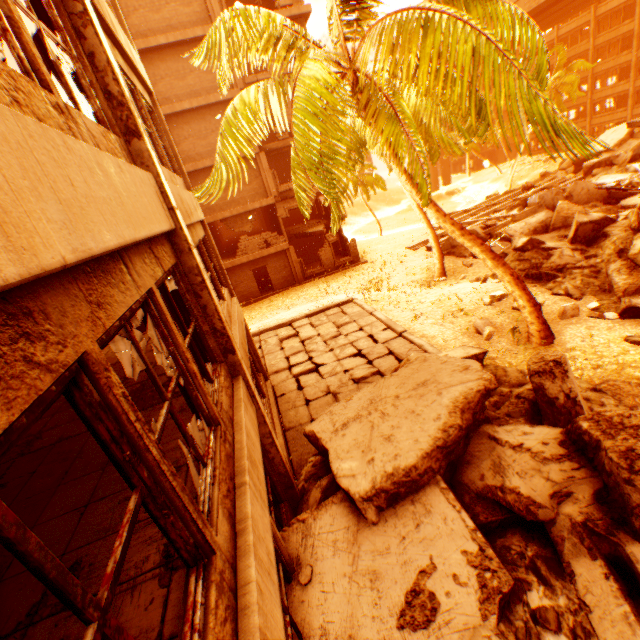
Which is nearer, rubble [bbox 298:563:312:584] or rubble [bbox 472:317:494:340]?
rubble [bbox 298:563:312:584]

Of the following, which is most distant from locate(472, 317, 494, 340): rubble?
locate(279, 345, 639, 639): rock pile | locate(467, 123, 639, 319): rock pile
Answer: locate(467, 123, 639, 319): rock pile

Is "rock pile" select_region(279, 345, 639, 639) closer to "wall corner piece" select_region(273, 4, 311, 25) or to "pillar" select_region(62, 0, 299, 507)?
"pillar" select_region(62, 0, 299, 507)

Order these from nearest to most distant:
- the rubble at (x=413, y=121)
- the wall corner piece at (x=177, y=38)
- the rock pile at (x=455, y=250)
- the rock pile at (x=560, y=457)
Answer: the rock pile at (x=560, y=457) → the rubble at (x=413, y=121) → the wall corner piece at (x=177, y=38) → the rock pile at (x=455, y=250)

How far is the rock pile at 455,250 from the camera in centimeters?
1821cm

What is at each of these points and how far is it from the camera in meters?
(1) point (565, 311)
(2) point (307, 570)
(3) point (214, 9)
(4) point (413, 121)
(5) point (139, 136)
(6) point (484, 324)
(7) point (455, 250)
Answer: (1) rubble, 9.7
(2) rubble, 4.2
(3) concrete pillar, 17.5
(4) rubble, 7.3
(5) pillar, 3.8
(6) rubble, 10.9
(7) rock pile, 18.6

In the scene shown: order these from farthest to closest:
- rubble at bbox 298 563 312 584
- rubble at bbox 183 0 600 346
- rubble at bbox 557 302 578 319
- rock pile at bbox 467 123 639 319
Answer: rock pile at bbox 467 123 639 319, rubble at bbox 557 302 578 319, rubble at bbox 183 0 600 346, rubble at bbox 298 563 312 584

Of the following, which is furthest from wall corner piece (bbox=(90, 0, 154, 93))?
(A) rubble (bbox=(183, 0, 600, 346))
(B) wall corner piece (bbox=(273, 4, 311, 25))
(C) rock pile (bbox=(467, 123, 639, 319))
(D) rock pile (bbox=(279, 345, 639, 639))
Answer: (C) rock pile (bbox=(467, 123, 639, 319))
